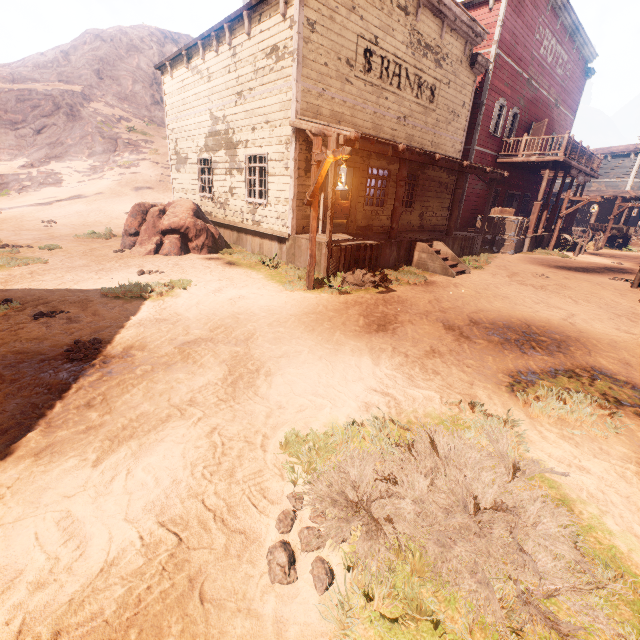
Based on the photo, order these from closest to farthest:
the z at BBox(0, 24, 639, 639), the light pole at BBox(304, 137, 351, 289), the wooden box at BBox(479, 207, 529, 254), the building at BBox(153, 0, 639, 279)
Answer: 1. the z at BBox(0, 24, 639, 639)
2. the light pole at BBox(304, 137, 351, 289)
3. the building at BBox(153, 0, 639, 279)
4. the wooden box at BBox(479, 207, 529, 254)

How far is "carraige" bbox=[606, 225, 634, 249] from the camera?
22.11m

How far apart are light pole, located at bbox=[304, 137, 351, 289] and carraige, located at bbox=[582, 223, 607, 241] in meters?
24.9

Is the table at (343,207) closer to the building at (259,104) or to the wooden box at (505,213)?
the building at (259,104)

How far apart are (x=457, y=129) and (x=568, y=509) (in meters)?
16.24

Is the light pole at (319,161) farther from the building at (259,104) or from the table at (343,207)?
the table at (343,207)

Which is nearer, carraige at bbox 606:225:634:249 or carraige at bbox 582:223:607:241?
carraige at bbox 606:225:634:249
